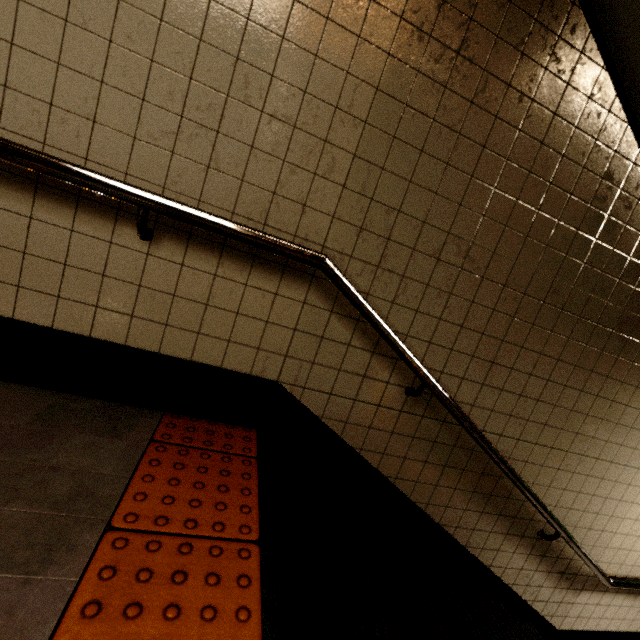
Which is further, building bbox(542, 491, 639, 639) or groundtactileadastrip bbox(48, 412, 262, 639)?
building bbox(542, 491, 639, 639)

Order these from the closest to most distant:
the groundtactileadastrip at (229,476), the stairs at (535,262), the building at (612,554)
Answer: the groundtactileadastrip at (229,476)
the stairs at (535,262)
the building at (612,554)

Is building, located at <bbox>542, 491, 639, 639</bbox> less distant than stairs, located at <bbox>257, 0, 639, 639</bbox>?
No

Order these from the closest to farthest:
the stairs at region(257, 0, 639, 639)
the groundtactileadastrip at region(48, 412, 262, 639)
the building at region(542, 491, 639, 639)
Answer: the groundtactileadastrip at region(48, 412, 262, 639), the stairs at region(257, 0, 639, 639), the building at region(542, 491, 639, 639)

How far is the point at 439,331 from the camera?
1.8m

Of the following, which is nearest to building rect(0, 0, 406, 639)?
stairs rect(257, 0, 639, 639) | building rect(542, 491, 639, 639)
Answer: stairs rect(257, 0, 639, 639)

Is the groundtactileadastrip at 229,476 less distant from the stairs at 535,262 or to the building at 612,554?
the stairs at 535,262
